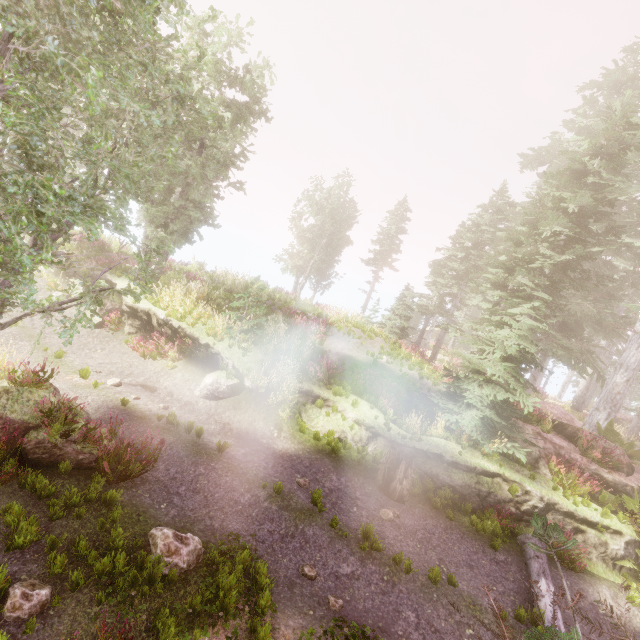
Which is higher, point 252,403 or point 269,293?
point 269,293

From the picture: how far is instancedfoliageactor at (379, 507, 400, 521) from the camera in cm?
894

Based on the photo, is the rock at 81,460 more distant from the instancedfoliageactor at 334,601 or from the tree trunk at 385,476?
the tree trunk at 385,476

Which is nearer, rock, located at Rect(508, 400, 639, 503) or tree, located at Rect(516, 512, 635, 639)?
tree, located at Rect(516, 512, 635, 639)

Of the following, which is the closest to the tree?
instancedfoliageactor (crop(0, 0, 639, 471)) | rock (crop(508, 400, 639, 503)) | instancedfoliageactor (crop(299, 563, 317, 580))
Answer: instancedfoliageactor (crop(0, 0, 639, 471))

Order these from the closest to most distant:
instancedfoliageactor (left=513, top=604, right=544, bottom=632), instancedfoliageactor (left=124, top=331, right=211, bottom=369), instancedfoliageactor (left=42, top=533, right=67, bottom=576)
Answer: instancedfoliageactor (left=42, top=533, right=67, bottom=576) → instancedfoliageactor (left=513, top=604, right=544, bottom=632) → instancedfoliageactor (left=124, top=331, right=211, bottom=369)

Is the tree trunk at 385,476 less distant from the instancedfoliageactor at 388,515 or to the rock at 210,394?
the instancedfoliageactor at 388,515

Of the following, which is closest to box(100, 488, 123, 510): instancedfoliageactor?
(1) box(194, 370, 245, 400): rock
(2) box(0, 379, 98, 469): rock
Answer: (2) box(0, 379, 98, 469): rock
